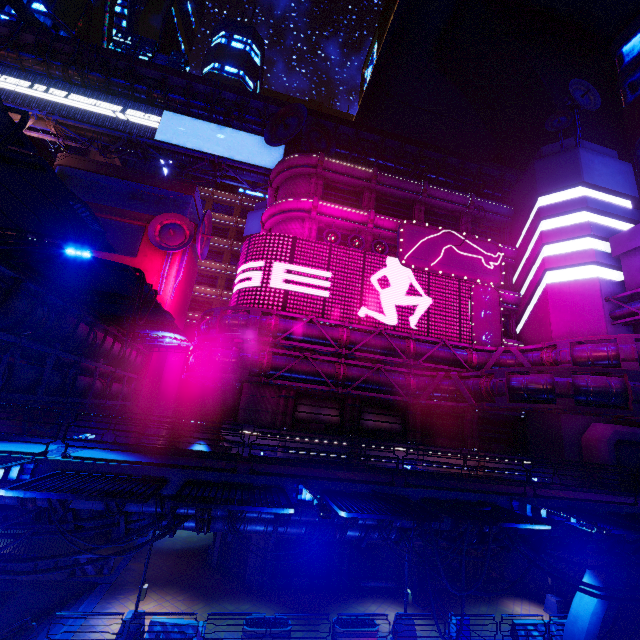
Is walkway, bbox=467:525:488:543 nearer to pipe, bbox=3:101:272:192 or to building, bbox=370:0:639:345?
building, bbox=370:0:639:345

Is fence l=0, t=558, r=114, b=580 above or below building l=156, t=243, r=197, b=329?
below

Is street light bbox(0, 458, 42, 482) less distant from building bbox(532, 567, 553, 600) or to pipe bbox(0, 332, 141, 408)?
pipe bbox(0, 332, 141, 408)

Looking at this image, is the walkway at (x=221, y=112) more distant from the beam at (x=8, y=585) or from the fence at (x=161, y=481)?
the beam at (x=8, y=585)

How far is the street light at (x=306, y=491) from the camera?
7.1 meters

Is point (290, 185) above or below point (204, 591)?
above

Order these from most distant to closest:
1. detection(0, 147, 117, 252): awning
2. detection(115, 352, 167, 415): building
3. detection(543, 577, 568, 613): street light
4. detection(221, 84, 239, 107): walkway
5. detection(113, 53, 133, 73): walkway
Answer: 1. detection(221, 84, 239, 107): walkway
2. detection(113, 53, 133, 73): walkway
3. detection(115, 352, 167, 415): building
4. detection(543, 577, 568, 613): street light
5. detection(0, 147, 117, 252): awning

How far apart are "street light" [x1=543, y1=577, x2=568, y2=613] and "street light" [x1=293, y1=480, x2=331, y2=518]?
21.6m
